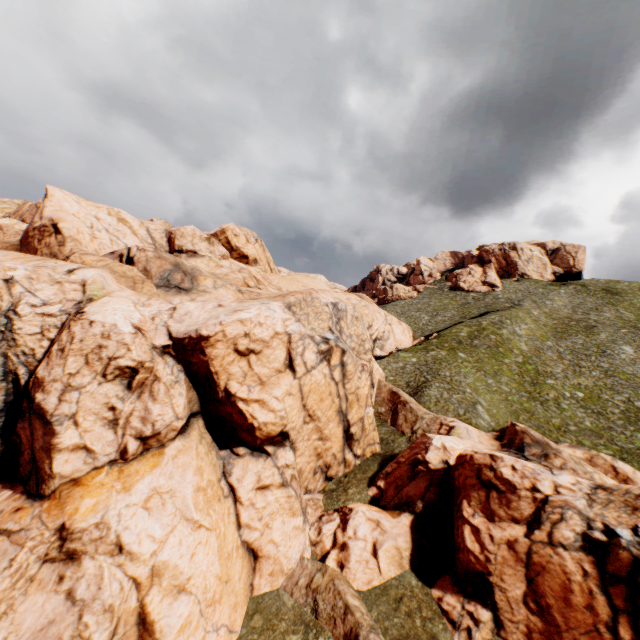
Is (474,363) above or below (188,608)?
above
